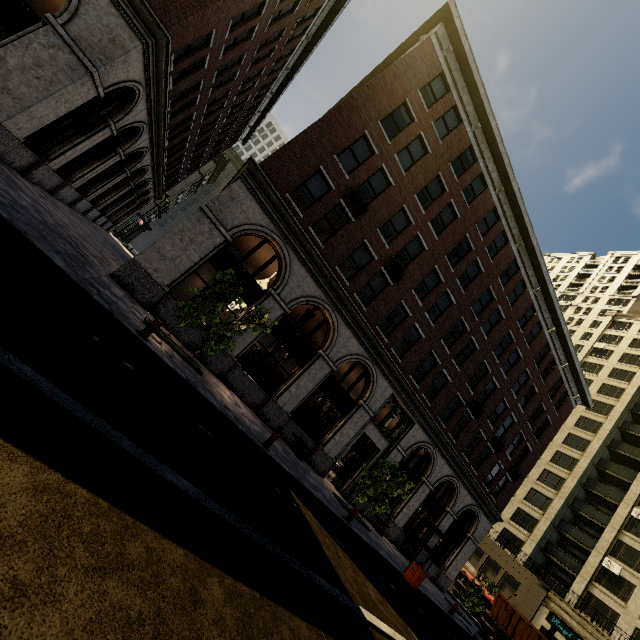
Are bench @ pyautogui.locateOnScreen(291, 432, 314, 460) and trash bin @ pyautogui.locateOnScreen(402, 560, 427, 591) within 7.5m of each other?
yes

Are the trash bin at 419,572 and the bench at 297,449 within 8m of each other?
yes

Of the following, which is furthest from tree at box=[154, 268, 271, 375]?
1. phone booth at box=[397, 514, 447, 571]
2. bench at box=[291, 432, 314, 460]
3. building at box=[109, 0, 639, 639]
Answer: phone booth at box=[397, 514, 447, 571]

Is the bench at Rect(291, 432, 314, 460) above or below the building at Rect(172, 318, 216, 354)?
above

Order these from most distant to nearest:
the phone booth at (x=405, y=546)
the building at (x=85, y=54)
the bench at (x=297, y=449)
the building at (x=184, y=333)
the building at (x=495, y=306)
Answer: the phone booth at (x=405, y=546)
the bench at (x=297, y=449)
the building at (x=495, y=306)
the building at (x=184, y=333)
the building at (x=85, y=54)

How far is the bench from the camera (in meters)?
15.12

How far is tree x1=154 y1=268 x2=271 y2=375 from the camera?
10.41m

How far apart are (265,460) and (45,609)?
7.67m
